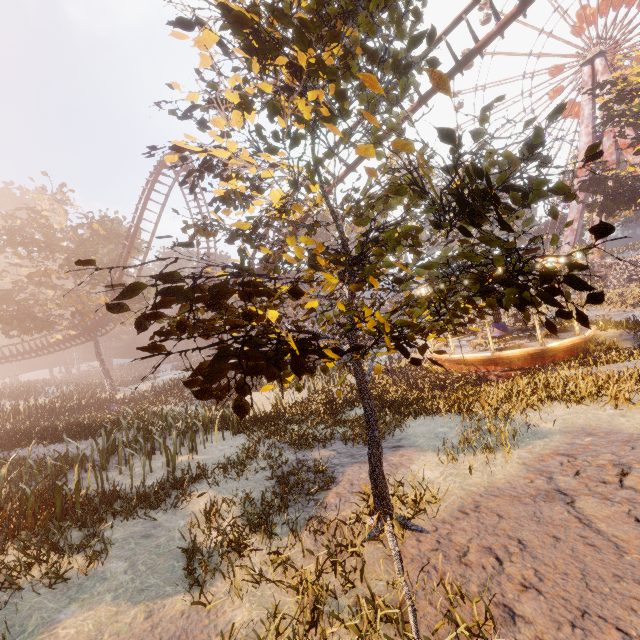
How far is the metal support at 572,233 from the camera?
40.1 meters

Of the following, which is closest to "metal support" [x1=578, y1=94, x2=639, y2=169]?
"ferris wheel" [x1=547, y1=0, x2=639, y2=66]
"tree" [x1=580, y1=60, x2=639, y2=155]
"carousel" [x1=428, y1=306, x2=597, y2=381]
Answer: "ferris wheel" [x1=547, y1=0, x2=639, y2=66]

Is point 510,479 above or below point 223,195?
below

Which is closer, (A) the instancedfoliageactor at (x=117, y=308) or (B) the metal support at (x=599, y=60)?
(A) the instancedfoliageactor at (x=117, y=308)

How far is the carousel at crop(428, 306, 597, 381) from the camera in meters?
14.0 m

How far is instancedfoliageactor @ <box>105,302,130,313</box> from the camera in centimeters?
248cm

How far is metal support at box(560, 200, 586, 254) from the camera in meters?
40.1

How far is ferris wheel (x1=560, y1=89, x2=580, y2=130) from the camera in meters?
40.3
